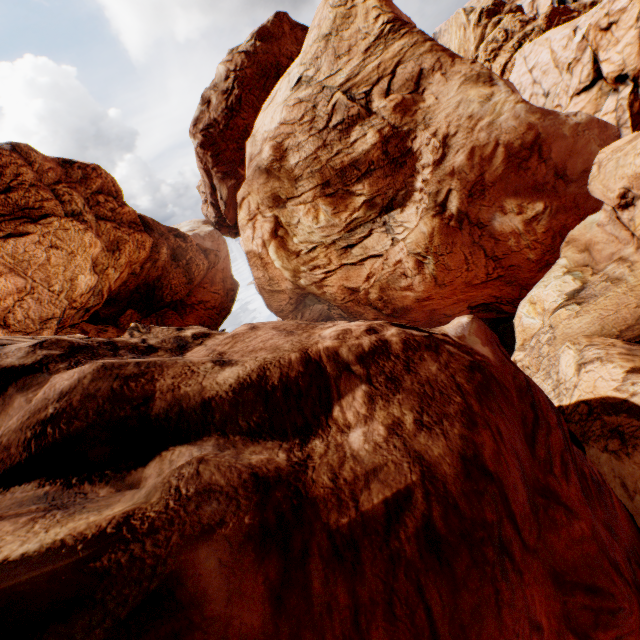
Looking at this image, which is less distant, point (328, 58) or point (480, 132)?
point (480, 132)
